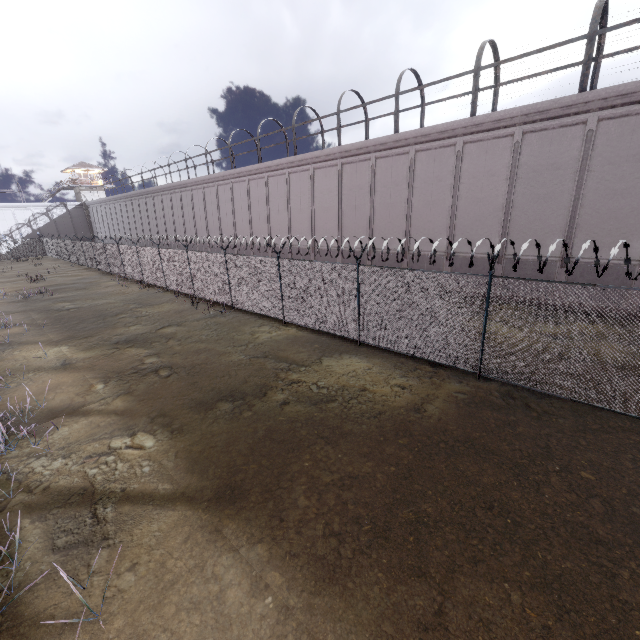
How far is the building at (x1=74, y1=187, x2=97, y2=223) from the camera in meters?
58.4 m

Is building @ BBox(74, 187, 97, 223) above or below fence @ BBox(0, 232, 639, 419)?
above

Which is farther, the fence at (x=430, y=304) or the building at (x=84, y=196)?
the building at (x=84, y=196)

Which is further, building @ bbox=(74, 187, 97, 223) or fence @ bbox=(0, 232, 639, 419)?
building @ bbox=(74, 187, 97, 223)

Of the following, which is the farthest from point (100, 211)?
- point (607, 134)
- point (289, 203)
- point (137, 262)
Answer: point (607, 134)

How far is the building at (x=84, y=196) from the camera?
58.4m
